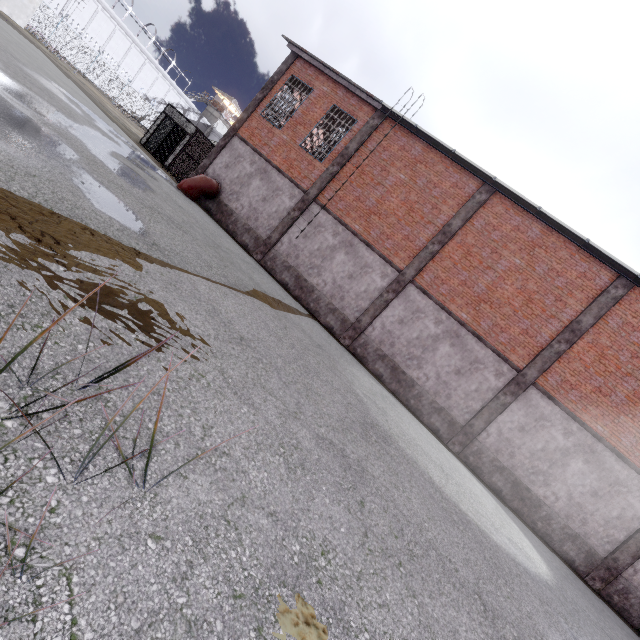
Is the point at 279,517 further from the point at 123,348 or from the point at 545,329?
the point at 545,329

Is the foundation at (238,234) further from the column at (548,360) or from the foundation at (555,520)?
the foundation at (555,520)

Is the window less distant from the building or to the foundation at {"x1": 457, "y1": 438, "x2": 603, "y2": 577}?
the foundation at {"x1": 457, "y1": 438, "x2": 603, "y2": 577}

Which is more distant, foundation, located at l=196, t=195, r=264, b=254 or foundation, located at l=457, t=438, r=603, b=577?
foundation, located at l=196, t=195, r=264, b=254

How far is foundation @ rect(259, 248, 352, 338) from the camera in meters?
14.3

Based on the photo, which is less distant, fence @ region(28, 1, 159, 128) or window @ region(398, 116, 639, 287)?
window @ region(398, 116, 639, 287)

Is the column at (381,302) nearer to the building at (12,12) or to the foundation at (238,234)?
the foundation at (238,234)

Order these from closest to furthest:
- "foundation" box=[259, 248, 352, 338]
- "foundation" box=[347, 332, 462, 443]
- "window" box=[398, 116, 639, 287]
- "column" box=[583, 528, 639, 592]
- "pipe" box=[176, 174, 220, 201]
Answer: "column" box=[583, 528, 639, 592]
"window" box=[398, 116, 639, 287]
"foundation" box=[347, 332, 462, 443]
"foundation" box=[259, 248, 352, 338]
"pipe" box=[176, 174, 220, 201]
